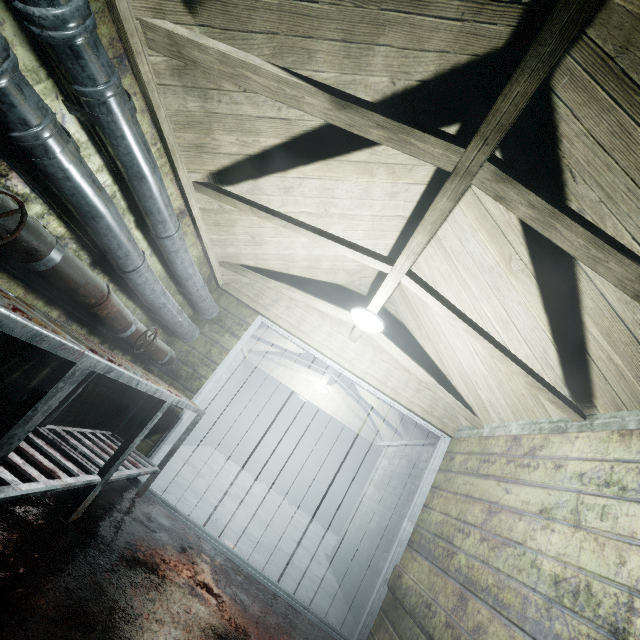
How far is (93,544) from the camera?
1.8 meters

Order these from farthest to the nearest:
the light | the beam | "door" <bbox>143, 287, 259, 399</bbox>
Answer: "door" <bbox>143, 287, 259, 399</bbox>
the light
the beam

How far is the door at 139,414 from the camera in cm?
304

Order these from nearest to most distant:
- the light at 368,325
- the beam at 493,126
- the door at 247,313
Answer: the beam at 493,126, the light at 368,325, the door at 247,313

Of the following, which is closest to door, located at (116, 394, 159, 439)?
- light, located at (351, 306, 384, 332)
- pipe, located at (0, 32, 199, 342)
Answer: pipe, located at (0, 32, 199, 342)

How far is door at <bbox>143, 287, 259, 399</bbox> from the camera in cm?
328

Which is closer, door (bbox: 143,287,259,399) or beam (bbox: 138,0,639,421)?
beam (bbox: 138,0,639,421)

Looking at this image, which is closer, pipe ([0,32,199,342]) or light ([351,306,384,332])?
pipe ([0,32,199,342])
